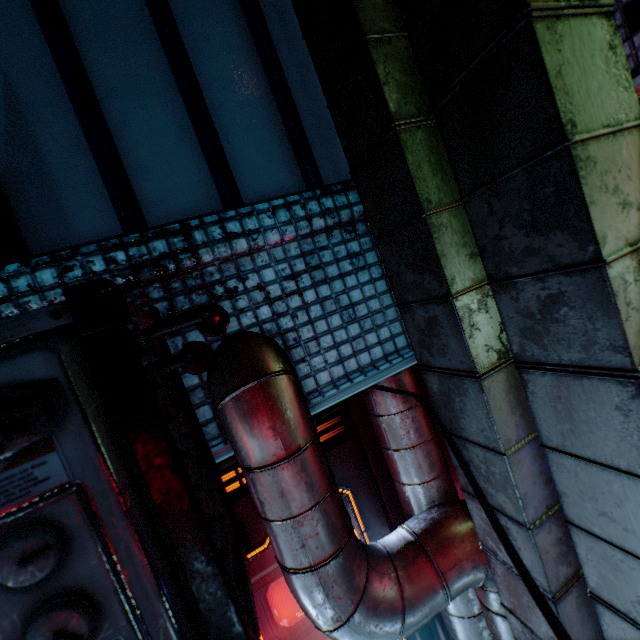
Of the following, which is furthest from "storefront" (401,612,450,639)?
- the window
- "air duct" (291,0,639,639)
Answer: the window

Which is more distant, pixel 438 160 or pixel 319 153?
pixel 319 153

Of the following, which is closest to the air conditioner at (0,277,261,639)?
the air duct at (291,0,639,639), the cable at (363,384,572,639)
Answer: the air duct at (291,0,639,639)

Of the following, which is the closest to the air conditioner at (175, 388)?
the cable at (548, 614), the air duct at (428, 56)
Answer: the air duct at (428, 56)

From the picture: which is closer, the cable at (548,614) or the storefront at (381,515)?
the cable at (548,614)

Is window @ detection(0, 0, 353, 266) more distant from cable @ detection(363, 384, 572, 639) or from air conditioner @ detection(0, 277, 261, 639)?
cable @ detection(363, 384, 572, 639)

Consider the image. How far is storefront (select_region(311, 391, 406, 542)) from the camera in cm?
186

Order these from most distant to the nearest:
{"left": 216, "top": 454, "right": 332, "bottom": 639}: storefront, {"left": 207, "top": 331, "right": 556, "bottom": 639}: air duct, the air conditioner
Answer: {"left": 216, "top": 454, "right": 332, "bottom": 639}: storefront → {"left": 207, "top": 331, "right": 556, "bottom": 639}: air duct → the air conditioner
